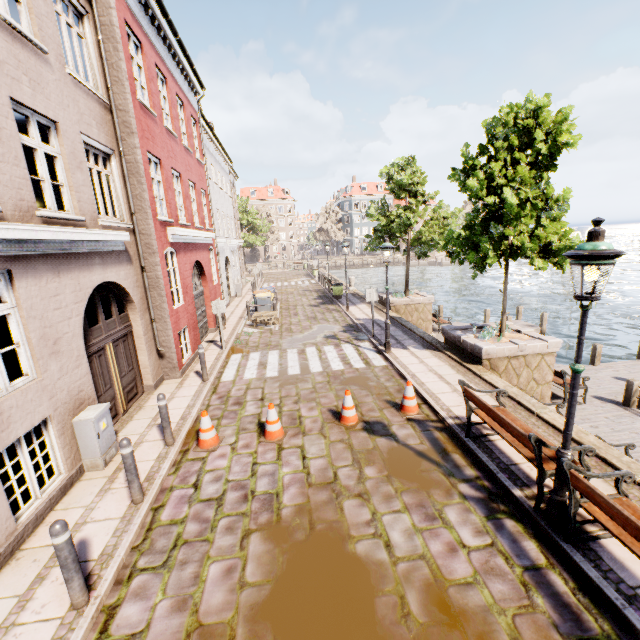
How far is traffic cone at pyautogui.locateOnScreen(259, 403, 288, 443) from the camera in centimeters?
659cm

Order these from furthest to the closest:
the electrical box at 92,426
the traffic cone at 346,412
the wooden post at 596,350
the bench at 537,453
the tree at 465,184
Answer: the wooden post at 596,350
the tree at 465,184
the traffic cone at 346,412
the electrical box at 92,426
the bench at 537,453

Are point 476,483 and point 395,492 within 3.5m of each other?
yes

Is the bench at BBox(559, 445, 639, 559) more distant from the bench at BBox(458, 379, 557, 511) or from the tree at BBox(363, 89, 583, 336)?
the tree at BBox(363, 89, 583, 336)

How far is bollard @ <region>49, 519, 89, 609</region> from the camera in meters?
3.4 m

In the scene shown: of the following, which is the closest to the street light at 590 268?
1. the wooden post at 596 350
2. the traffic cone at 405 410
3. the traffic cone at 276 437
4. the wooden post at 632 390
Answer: the traffic cone at 405 410

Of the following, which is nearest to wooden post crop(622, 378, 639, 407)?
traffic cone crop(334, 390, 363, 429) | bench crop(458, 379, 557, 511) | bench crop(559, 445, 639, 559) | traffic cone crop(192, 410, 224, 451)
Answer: bench crop(458, 379, 557, 511)

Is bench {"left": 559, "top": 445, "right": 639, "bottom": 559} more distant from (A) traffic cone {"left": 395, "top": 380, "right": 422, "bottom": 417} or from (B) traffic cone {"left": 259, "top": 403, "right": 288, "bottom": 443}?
(B) traffic cone {"left": 259, "top": 403, "right": 288, "bottom": 443}
